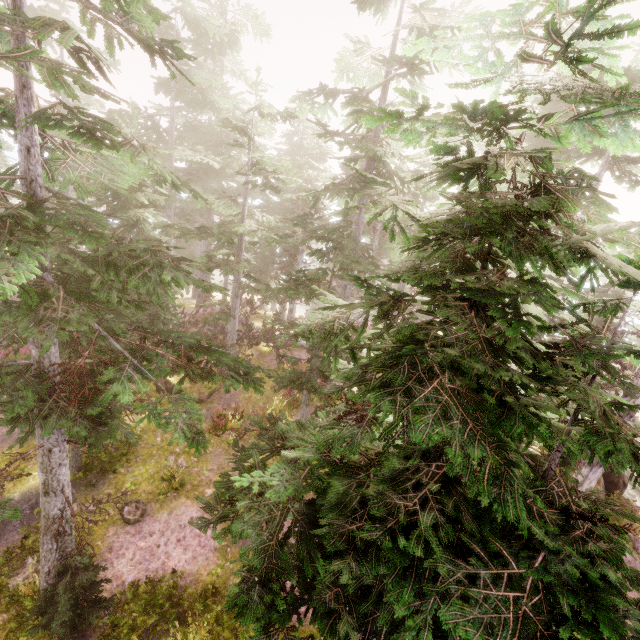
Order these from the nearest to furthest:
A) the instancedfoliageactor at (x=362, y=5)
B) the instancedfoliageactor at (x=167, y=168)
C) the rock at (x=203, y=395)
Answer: the instancedfoliageactor at (x=167, y=168)
the instancedfoliageactor at (x=362, y=5)
the rock at (x=203, y=395)

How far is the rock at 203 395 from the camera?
16.45m

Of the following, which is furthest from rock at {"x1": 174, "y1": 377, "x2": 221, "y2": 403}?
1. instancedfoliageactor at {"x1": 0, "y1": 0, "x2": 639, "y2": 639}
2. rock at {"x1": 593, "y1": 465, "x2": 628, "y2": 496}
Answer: rock at {"x1": 593, "y1": 465, "x2": 628, "y2": 496}

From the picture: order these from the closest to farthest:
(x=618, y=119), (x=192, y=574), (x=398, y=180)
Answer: (x=618, y=119), (x=192, y=574), (x=398, y=180)

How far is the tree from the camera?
16.9 meters

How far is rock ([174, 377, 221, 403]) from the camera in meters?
16.5 m

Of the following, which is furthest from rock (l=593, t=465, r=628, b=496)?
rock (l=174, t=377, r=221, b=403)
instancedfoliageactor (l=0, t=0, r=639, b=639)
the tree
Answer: rock (l=174, t=377, r=221, b=403)

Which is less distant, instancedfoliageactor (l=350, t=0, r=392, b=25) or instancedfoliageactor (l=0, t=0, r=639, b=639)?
instancedfoliageactor (l=0, t=0, r=639, b=639)
